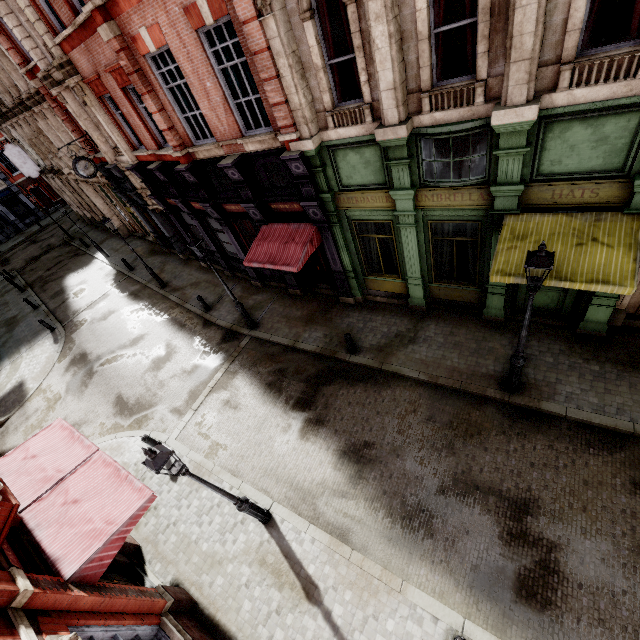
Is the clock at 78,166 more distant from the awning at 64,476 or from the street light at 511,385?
the street light at 511,385

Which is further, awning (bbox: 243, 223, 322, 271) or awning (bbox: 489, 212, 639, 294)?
awning (bbox: 243, 223, 322, 271)

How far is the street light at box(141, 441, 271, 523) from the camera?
5.5m

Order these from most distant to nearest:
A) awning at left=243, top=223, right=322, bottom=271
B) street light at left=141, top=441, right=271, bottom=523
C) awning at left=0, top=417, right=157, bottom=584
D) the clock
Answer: the clock → awning at left=243, top=223, right=322, bottom=271 → awning at left=0, top=417, right=157, bottom=584 → street light at left=141, top=441, right=271, bottom=523

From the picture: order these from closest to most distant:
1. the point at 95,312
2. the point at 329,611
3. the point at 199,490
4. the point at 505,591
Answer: the point at 505,591 → the point at 329,611 → the point at 199,490 → the point at 95,312

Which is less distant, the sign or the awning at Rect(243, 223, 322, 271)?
the awning at Rect(243, 223, 322, 271)

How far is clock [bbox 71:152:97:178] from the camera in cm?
1548

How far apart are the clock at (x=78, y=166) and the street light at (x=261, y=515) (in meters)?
16.19
